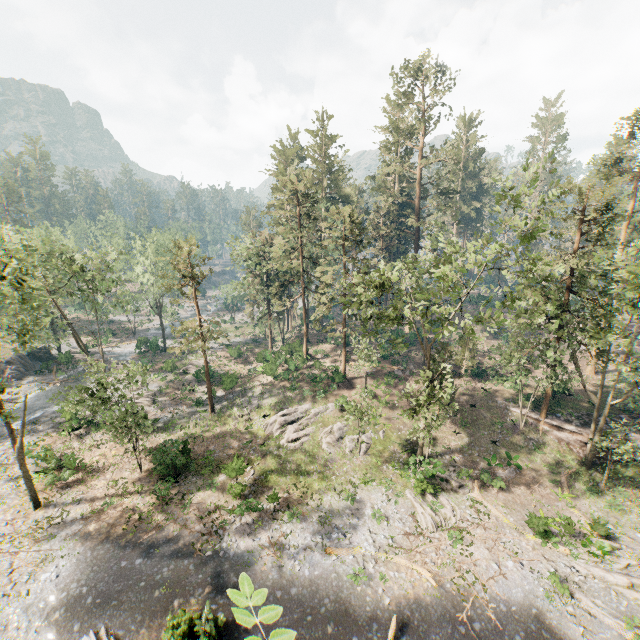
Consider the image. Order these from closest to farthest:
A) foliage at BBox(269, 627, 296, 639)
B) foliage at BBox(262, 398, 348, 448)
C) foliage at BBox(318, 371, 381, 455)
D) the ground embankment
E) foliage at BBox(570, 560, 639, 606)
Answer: foliage at BBox(269, 627, 296, 639) → foliage at BBox(570, 560, 639, 606) → foliage at BBox(318, 371, 381, 455) → the ground embankment → foliage at BBox(262, 398, 348, 448)

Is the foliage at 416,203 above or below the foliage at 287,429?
above

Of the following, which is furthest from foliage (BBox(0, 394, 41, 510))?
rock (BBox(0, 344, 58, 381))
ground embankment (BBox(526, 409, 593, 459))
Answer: rock (BBox(0, 344, 58, 381))

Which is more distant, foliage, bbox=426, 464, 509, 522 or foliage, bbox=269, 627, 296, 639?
foliage, bbox=426, 464, 509, 522

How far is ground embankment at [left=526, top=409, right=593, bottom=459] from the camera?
28.1 meters

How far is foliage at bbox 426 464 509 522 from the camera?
23.5 meters

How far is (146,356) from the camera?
49.7 meters

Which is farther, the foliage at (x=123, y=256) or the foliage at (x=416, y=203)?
the foliage at (x=123, y=256)
